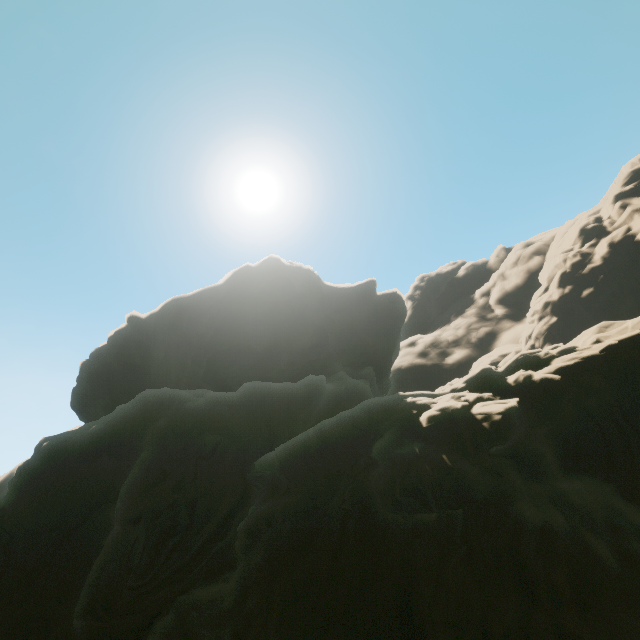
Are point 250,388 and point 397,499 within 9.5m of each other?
no
